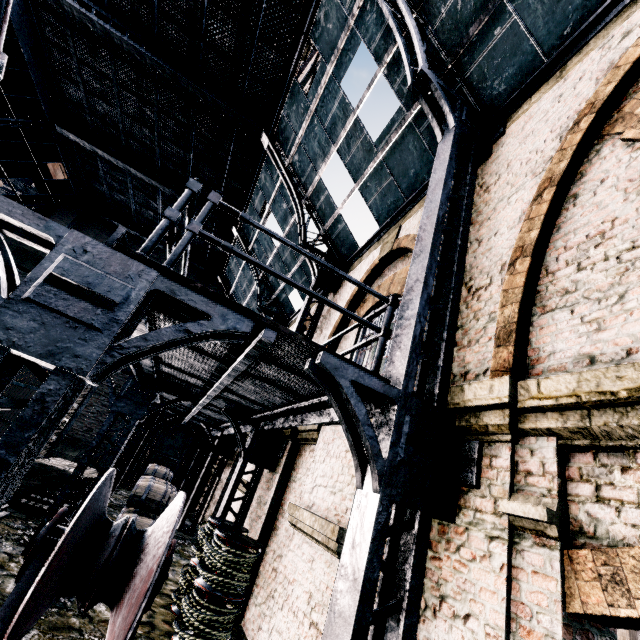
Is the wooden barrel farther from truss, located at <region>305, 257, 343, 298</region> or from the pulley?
the pulley

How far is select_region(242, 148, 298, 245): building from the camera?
12.66m

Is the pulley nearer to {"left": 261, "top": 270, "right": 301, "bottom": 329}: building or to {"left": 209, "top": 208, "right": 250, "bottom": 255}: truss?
{"left": 261, "top": 270, "right": 301, "bottom": 329}: building

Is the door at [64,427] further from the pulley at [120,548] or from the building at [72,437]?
the pulley at [120,548]

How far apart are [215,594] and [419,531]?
4.32m

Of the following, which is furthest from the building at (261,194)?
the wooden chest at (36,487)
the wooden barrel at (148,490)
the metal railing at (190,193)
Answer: the wooden chest at (36,487)

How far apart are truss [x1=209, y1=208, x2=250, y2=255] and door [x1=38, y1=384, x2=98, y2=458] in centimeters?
896cm
